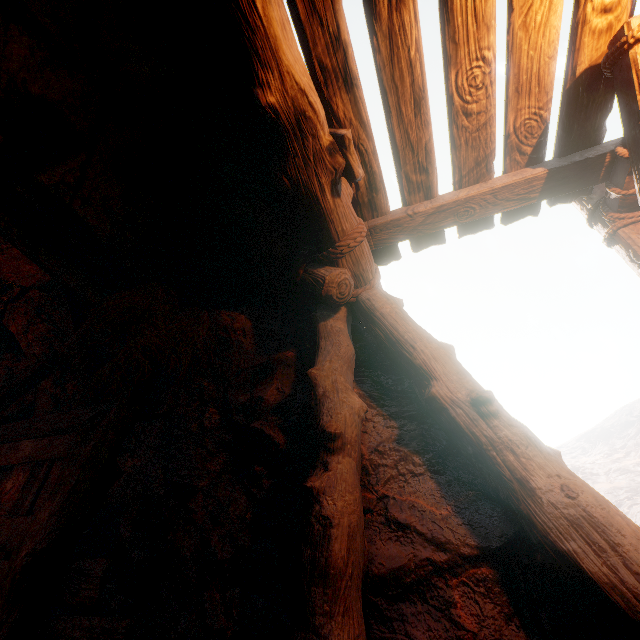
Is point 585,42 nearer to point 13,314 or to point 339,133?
point 339,133
